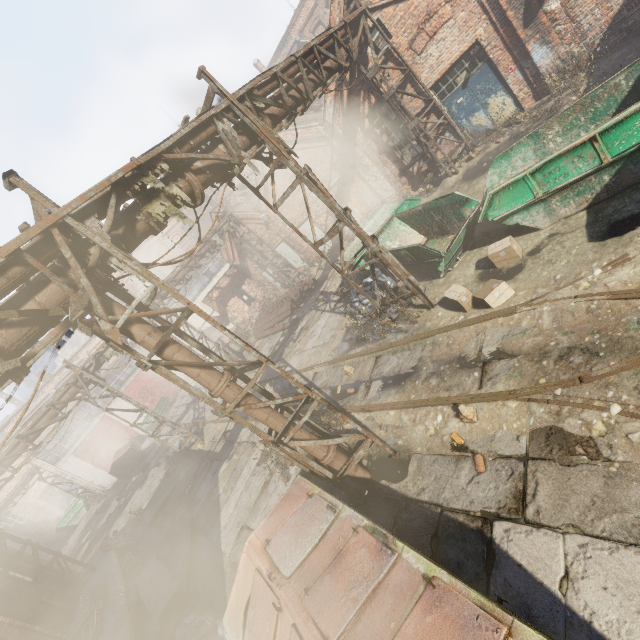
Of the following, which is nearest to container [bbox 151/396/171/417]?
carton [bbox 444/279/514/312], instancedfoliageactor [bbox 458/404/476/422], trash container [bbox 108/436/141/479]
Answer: trash container [bbox 108/436/141/479]

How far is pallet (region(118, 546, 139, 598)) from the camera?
10.97m

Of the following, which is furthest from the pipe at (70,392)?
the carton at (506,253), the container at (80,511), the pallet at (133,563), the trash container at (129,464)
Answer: the container at (80,511)

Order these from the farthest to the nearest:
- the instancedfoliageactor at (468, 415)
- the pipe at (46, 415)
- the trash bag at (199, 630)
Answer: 1. the pipe at (46, 415)
2. the trash bag at (199, 630)
3. the instancedfoliageactor at (468, 415)

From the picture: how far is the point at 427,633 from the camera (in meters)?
2.54

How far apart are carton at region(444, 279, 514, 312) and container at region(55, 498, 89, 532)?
36.9 meters

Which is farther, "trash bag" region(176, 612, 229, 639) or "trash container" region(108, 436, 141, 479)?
"trash container" region(108, 436, 141, 479)

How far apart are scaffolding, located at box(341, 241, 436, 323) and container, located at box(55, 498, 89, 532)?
34.9m
